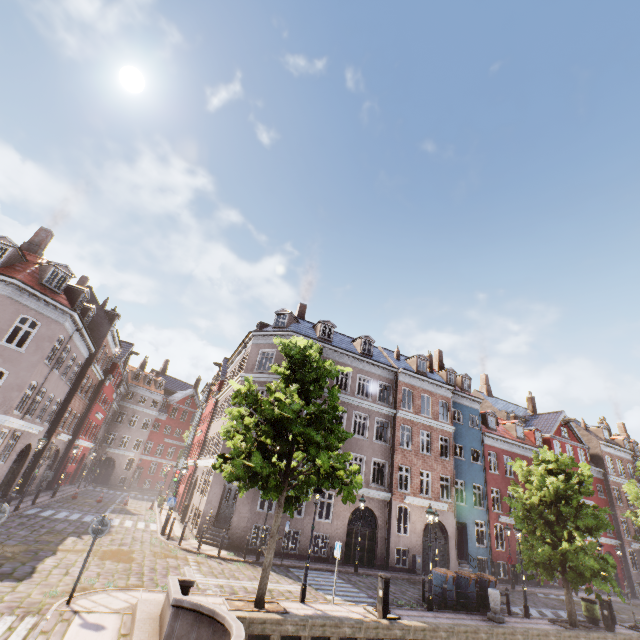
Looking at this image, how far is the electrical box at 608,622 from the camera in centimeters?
1563cm

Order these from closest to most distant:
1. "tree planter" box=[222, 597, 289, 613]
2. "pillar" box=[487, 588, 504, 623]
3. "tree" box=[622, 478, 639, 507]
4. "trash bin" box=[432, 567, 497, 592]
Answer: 1. "tree planter" box=[222, 597, 289, 613]
2. "pillar" box=[487, 588, 504, 623]
3. "trash bin" box=[432, 567, 497, 592]
4. "tree" box=[622, 478, 639, 507]

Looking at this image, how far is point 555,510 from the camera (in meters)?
17.02

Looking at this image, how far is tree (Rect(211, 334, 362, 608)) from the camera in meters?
10.7

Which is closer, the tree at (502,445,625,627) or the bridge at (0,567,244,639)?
the bridge at (0,567,244,639)

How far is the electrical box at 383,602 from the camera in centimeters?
1140cm

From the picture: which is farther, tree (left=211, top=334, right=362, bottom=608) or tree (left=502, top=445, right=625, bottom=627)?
tree (left=502, top=445, right=625, bottom=627)
